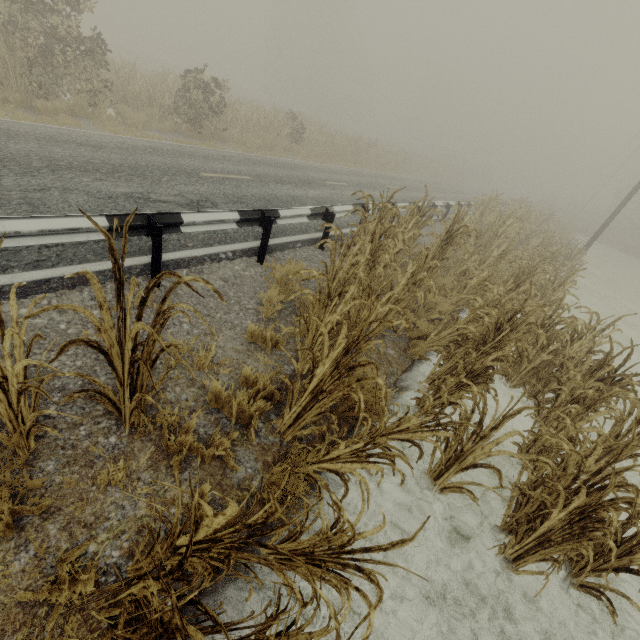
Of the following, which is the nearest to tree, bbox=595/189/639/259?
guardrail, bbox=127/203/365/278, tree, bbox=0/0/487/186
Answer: tree, bbox=0/0/487/186

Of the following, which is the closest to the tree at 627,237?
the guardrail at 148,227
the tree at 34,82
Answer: the tree at 34,82

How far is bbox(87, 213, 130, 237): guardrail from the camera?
3.7 meters

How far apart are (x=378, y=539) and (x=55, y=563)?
2.6 meters

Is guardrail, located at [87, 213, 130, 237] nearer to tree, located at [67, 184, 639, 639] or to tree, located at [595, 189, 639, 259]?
tree, located at [67, 184, 639, 639]
